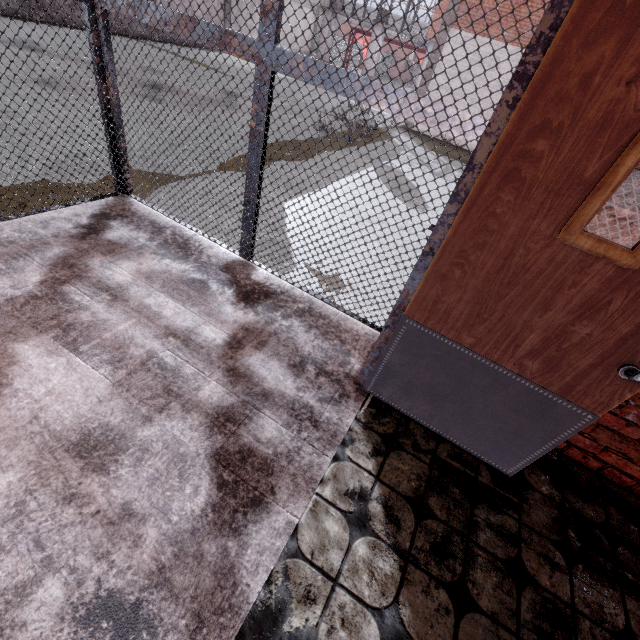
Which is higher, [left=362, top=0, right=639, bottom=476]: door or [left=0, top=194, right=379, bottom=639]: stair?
[left=362, top=0, right=639, bottom=476]: door

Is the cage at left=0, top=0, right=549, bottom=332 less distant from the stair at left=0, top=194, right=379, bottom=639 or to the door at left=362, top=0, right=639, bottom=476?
the stair at left=0, top=194, right=379, bottom=639

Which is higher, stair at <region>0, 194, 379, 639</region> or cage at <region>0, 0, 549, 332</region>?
cage at <region>0, 0, 549, 332</region>

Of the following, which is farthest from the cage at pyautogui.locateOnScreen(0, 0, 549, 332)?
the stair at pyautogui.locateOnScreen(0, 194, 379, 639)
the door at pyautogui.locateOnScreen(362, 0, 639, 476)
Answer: the door at pyautogui.locateOnScreen(362, 0, 639, 476)

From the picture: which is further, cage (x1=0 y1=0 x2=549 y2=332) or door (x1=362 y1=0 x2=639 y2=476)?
cage (x1=0 y1=0 x2=549 y2=332)

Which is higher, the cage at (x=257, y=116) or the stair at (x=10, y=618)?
the cage at (x=257, y=116)

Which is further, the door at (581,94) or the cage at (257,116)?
the cage at (257,116)

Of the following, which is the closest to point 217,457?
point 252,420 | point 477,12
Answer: point 252,420
